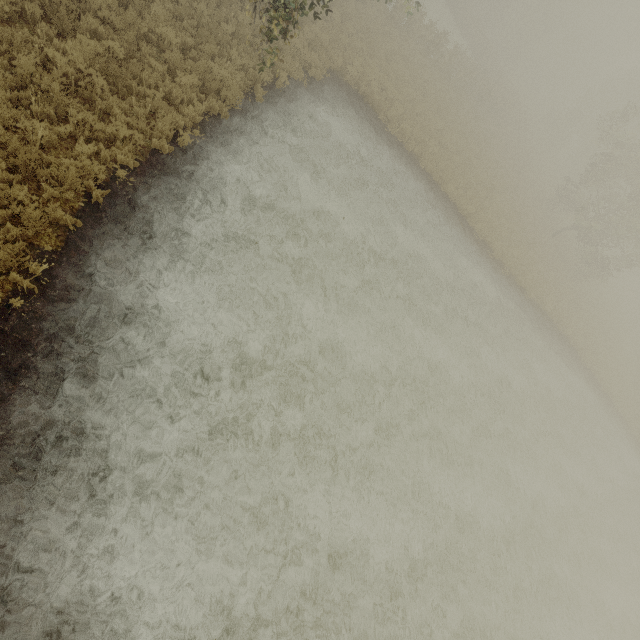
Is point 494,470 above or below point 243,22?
below
